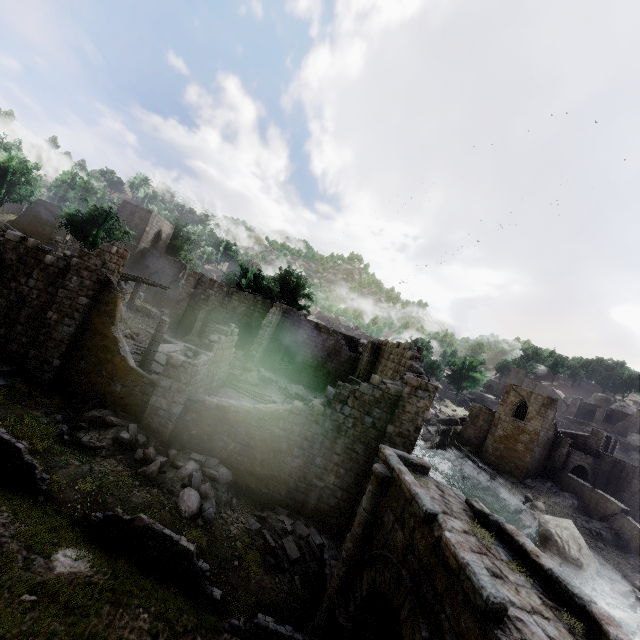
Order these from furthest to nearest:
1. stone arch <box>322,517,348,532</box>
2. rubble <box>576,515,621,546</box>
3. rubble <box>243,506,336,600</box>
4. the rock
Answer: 1. the rock
2. rubble <box>576,515,621,546</box>
3. stone arch <box>322,517,348,532</box>
4. rubble <box>243,506,336,600</box>

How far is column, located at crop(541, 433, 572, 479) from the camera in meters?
41.4 m

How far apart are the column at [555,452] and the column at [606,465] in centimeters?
470cm

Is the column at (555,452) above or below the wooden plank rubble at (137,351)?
above

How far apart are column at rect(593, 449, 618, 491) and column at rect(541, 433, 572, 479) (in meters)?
4.70

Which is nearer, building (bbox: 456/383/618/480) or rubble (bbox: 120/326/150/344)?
rubble (bbox: 120/326/150/344)

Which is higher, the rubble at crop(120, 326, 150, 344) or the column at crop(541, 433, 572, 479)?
the column at crop(541, 433, 572, 479)

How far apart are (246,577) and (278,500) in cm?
378
